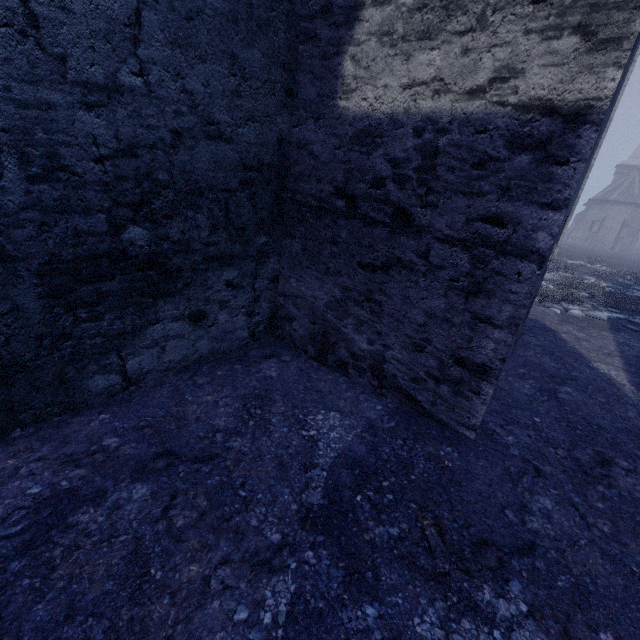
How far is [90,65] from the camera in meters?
1.9

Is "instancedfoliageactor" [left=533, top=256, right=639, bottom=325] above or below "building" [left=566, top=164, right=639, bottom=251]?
below

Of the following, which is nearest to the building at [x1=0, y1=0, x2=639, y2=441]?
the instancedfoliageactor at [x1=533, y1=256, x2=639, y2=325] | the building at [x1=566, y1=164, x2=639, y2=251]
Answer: the instancedfoliageactor at [x1=533, y1=256, x2=639, y2=325]

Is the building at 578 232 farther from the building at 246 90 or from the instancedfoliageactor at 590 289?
the building at 246 90

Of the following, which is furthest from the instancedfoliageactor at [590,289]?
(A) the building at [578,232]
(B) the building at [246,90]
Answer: (A) the building at [578,232]

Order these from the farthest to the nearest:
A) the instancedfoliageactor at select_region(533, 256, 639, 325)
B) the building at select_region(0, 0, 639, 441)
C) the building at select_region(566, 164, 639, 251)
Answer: the building at select_region(566, 164, 639, 251), the instancedfoliageactor at select_region(533, 256, 639, 325), the building at select_region(0, 0, 639, 441)
